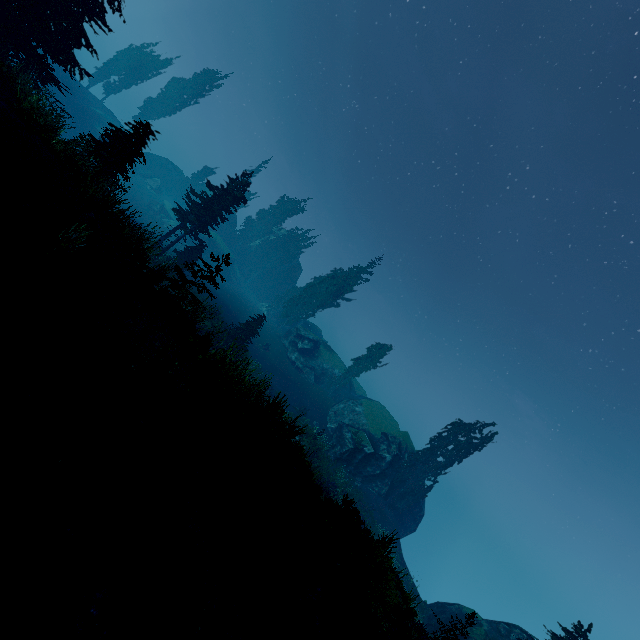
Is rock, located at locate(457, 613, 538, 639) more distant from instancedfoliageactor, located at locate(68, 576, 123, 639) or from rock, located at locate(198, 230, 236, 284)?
rock, located at locate(198, 230, 236, 284)

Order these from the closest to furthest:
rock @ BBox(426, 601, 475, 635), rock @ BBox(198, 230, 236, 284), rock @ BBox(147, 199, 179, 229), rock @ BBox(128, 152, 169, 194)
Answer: rock @ BBox(426, 601, 475, 635), rock @ BBox(147, 199, 179, 229), rock @ BBox(198, 230, 236, 284), rock @ BBox(128, 152, 169, 194)

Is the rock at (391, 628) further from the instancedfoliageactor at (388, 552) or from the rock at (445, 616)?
the rock at (445, 616)

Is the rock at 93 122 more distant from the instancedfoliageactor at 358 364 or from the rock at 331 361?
the rock at 331 361

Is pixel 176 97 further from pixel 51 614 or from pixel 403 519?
pixel 403 519

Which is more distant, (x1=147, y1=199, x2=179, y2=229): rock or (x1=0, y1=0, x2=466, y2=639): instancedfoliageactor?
(x1=147, y1=199, x2=179, y2=229): rock

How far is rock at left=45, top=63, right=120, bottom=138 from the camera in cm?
4744
